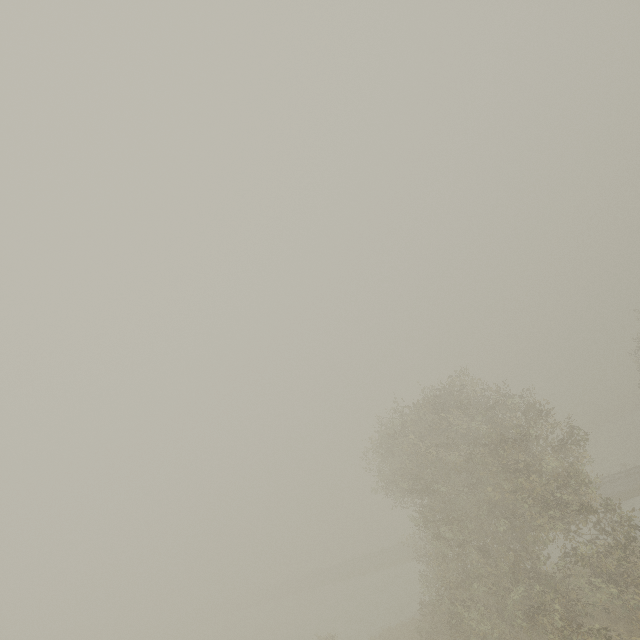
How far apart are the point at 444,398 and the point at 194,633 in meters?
72.3 m
